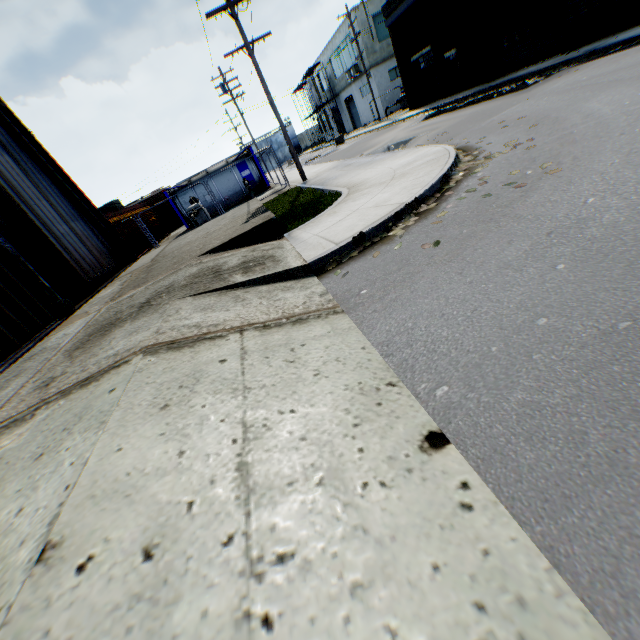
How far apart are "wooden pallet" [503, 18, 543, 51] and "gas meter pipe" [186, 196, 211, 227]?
18.6m

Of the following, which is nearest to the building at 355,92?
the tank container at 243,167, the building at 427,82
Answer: the building at 427,82

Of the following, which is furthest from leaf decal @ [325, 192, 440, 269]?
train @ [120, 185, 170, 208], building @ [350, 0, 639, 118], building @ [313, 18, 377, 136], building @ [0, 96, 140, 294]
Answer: building @ [313, 18, 377, 136]

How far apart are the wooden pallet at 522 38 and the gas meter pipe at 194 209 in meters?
18.6

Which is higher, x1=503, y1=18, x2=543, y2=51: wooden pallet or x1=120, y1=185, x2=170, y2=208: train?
x1=120, y1=185, x2=170, y2=208: train

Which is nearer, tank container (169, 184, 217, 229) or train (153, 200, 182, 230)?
tank container (169, 184, 217, 229)

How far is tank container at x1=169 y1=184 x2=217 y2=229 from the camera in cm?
2262

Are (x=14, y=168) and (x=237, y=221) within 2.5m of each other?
no
